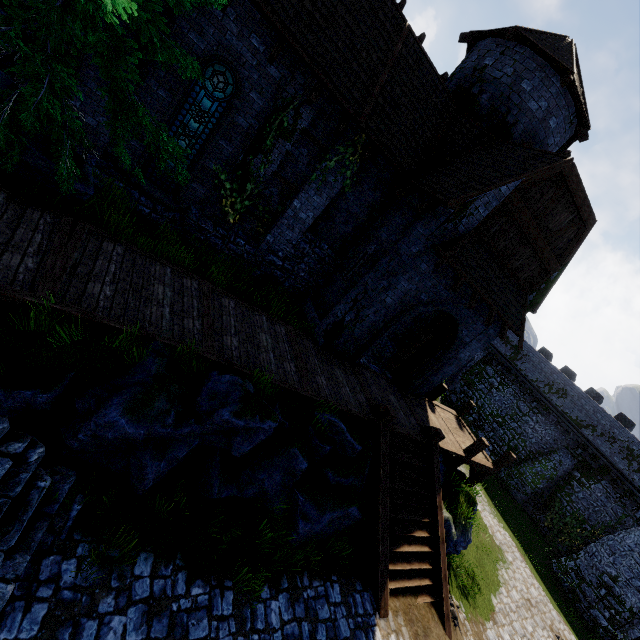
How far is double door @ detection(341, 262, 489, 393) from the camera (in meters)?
10.66

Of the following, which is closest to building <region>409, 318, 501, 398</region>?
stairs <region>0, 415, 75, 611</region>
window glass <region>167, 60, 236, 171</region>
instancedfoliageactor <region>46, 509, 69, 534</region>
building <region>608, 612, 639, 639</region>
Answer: window glass <region>167, 60, 236, 171</region>

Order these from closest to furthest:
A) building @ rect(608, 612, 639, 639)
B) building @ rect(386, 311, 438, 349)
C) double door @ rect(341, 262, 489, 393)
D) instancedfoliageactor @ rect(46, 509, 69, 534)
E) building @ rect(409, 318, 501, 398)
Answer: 1. instancedfoliageactor @ rect(46, 509, 69, 534)
2. double door @ rect(341, 262, 489, 393)
3. building @ rect(409, 318, 501, 398)
4. building @ rect(386, 311, 438, 349)
5. building @ rect(608, 612, 639, 639)

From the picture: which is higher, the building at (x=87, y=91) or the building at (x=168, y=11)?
the building at (x=168, y=11)

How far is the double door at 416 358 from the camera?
10.7 meters

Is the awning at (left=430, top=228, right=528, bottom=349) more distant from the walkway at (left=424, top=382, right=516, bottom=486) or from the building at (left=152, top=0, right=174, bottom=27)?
the walkway at (left=424, top=382, right=516, bottom=486)

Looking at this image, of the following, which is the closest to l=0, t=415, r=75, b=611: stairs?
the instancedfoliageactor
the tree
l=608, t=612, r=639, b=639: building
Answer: the instancedfoliageactor

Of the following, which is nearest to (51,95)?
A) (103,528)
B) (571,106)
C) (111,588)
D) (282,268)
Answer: (103,528)
